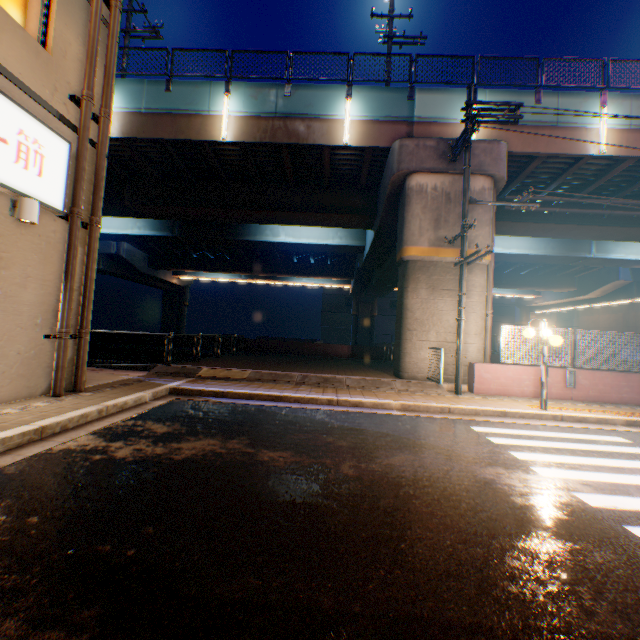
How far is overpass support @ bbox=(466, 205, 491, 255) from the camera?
11.8 meters

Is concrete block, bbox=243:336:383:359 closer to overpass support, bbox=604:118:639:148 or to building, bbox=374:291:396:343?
overpass support, bbox=604:118:639:148

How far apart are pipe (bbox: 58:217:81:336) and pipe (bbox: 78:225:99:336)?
0.3m

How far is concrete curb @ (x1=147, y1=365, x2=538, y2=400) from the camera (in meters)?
9.99

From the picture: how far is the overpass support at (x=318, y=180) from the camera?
11.9m

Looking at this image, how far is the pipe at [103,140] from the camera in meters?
7.3

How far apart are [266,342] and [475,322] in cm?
1339

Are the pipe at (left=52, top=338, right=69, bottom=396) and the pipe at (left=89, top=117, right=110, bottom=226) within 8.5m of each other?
yes
